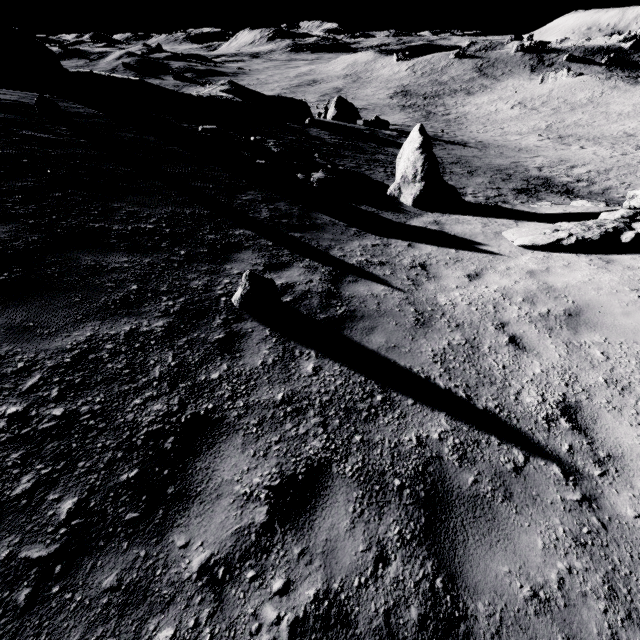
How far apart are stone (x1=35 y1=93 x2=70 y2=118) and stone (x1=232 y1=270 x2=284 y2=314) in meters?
9.6 m

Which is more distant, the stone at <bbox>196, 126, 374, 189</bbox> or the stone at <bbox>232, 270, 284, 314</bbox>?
the stone at <bbox>196, 126, 374, 189</bbox>

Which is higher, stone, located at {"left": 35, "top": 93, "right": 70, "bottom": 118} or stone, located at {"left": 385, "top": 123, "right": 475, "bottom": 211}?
stone, located at {"left": 35, "top": 93, "right": 70, "bottom": 118}

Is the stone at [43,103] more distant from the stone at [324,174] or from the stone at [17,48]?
the stone at [17,48]

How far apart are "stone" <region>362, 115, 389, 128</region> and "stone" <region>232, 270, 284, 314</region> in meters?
39.1

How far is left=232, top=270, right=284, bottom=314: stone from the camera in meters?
4.3

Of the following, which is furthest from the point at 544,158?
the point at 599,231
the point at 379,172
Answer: the point at 599,231

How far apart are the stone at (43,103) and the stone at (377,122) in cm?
3423
